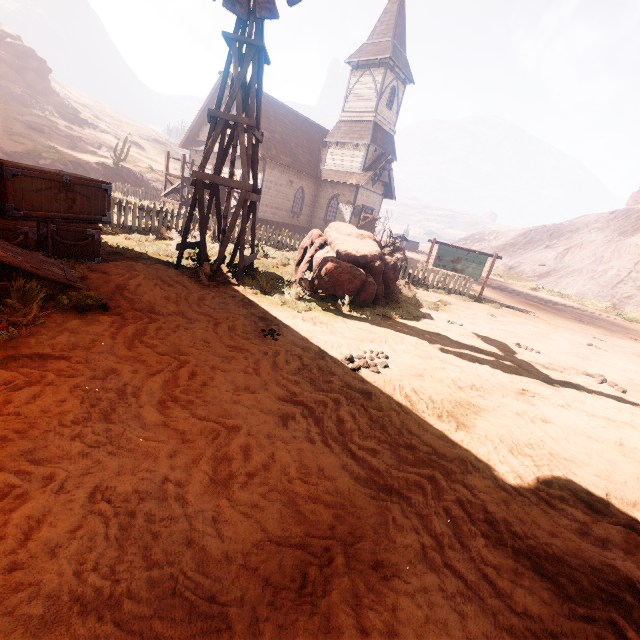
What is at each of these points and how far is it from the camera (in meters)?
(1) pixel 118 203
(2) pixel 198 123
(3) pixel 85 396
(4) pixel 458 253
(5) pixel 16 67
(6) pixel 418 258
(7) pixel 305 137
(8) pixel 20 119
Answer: (1) fence, 11.53
(2) building, 26.00
(3) z, 3.03
(4) sign, 15.84
(5) rock, 38.62
(6) z, 40.25
(7) building, 27.52
(8) z, 28.33

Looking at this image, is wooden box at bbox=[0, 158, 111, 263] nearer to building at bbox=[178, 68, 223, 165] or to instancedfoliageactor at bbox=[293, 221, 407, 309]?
building at bbox=[178, 68, 223, 165]

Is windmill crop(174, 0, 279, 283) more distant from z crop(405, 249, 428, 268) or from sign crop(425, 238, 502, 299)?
sign crop(425, 238, 502, 299)

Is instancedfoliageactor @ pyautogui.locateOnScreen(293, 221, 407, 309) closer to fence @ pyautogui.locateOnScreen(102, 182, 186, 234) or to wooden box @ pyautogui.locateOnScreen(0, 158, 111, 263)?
wooden box @ pyautogui.locateOnScreen(0, 158, 111, 263)

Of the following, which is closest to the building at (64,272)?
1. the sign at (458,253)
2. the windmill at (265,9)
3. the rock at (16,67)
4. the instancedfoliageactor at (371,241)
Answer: the windmill at (265,9)

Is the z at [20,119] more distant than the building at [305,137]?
Yes

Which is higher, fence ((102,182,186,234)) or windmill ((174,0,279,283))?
windmill ((174,0,279,283))

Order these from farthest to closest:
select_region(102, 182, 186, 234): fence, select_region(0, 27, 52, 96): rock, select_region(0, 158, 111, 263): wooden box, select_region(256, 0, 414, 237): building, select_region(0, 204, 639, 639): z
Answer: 1. select_region(0, 27, 52, 96): rock
2. select_region(256, 0, 414, 237): building
3. select_region(102, 182, 186, 234): fence
4. select_region(0, 158, 111, 263): wooden box
5. select_region(0, 204, 639, 639): z
